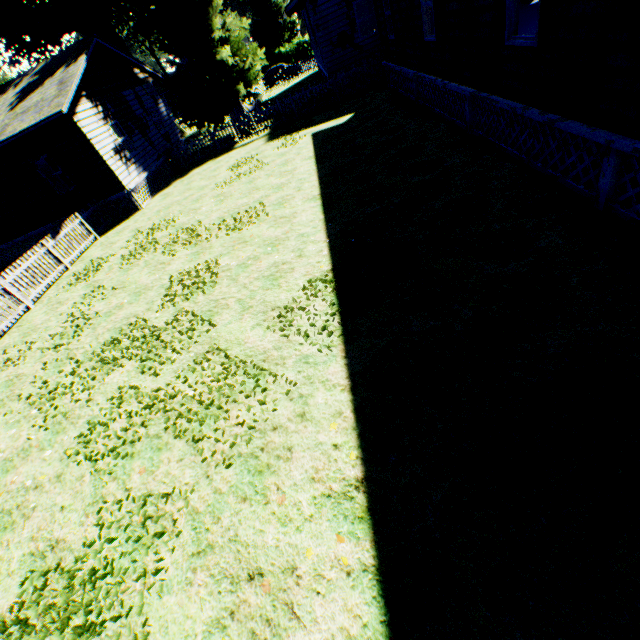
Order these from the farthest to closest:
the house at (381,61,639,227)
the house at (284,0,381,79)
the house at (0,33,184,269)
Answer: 1. the house at (284,0,381,79)
2. the house at (0,33,184,269)
3. the house at (381,61,639,227)

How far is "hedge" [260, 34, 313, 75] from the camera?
46.0 meters

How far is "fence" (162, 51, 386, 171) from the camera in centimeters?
1730cm

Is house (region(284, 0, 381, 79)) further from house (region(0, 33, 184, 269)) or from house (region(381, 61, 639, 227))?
house (region(0, 33, 184, 269))

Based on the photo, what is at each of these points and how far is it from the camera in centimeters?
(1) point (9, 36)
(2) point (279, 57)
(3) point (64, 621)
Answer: (1) plant, 2017cm
(2) hedge, 4691cm
(3) plant, 333cm

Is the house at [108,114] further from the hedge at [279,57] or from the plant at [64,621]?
the hedge at [279,57]

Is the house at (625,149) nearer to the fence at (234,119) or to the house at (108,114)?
the fence at (234,119)

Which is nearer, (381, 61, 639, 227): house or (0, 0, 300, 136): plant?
(381, 61, 639, 227): house
